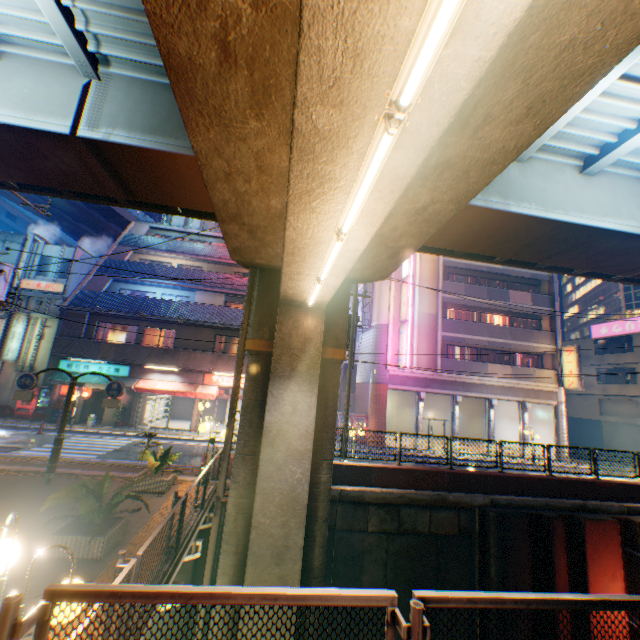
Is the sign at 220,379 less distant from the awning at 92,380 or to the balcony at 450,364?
the awning at 92,380

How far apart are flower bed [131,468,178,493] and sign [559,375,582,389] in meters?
27.1 m

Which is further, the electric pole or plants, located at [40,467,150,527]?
the electric pole

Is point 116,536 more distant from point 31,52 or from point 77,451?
point 77,451

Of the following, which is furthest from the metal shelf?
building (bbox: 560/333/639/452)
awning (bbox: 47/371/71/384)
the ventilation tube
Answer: building (bbox: 560/333/639/452)

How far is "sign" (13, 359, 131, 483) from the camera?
9.8 meters

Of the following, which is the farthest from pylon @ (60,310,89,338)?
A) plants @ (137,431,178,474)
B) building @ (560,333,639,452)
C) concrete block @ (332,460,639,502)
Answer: building @ (560,333,639,452)

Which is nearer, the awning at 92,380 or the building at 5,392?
the awning at 92,380
